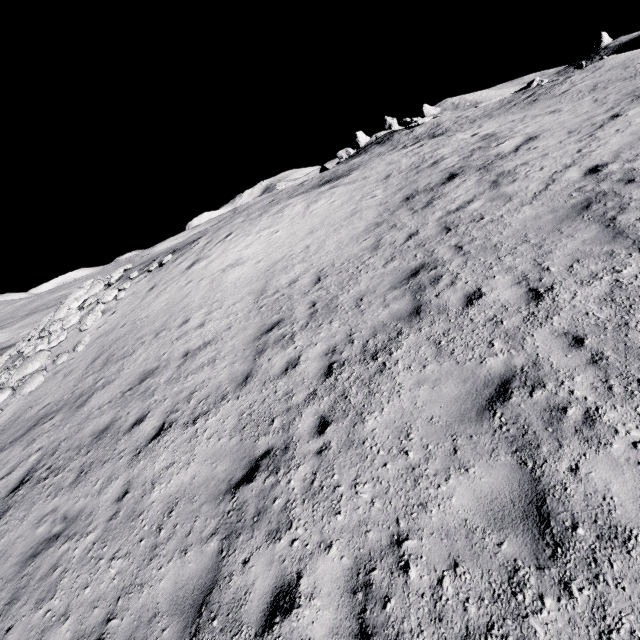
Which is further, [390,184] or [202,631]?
[390,184]
